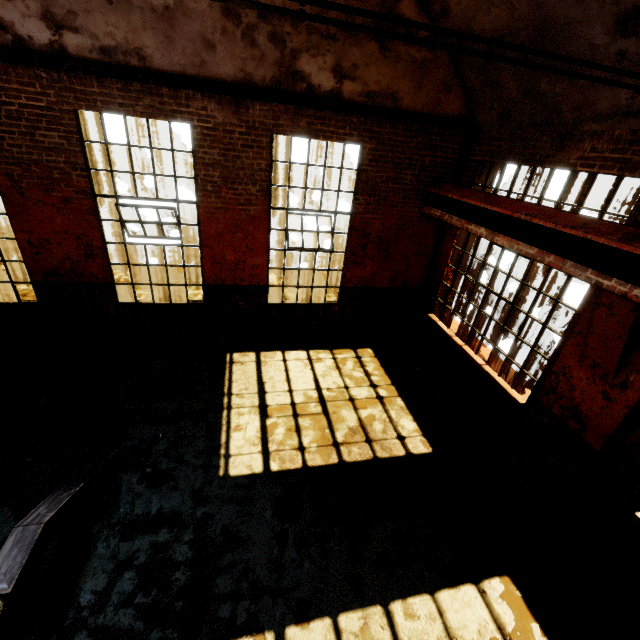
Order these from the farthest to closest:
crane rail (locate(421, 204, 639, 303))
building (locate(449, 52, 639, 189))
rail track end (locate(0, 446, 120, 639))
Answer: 1. building (locate(449, 52, 639, 189))
2. crane rail (locate(421, 204, 639, 303))
3. rail track end (locate(0, 446, 120, 639))

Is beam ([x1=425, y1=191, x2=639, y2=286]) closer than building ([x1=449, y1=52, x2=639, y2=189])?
Yes

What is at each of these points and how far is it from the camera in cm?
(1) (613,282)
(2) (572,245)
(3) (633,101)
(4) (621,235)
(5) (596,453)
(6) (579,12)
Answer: (1) crane rail, 349
(2) beam, 398
(3) building, 373
(4) crane rail, 348
(5) building, 396
(6) building, 365

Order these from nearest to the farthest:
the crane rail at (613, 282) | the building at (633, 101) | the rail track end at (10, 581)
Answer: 1. the rail track end at (10, 581)
2. the crane rail at (613, 282)
3. the building at (633, 101)

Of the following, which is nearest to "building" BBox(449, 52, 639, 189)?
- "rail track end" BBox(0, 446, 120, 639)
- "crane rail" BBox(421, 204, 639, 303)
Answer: "crane rail" BBox(421, 204, 639, 303)

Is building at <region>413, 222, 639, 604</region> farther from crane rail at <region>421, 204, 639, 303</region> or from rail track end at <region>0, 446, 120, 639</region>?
rail track end at <region>0, 446, 120, 639</region>

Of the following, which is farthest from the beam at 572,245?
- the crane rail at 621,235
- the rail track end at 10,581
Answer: the rail track end at 10,581

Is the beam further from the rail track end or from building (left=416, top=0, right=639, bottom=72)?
→ the rail track end
